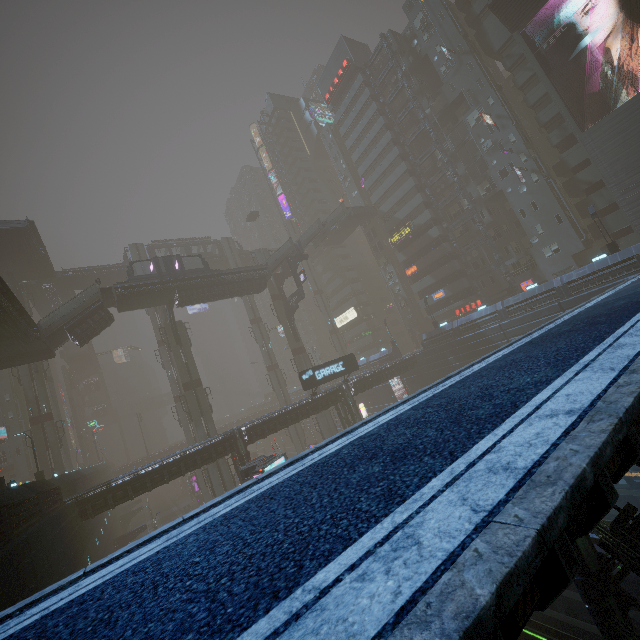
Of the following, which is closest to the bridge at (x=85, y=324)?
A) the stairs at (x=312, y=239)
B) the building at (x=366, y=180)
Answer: the building at (x=366, y=180)

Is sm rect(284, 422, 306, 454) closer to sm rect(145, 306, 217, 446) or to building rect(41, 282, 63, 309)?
sm rect(145, 306, 217, 446)

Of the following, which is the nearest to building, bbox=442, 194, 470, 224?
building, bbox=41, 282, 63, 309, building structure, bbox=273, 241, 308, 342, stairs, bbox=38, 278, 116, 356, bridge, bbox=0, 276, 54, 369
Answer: building structure, bbox=273, 241, 308, 342

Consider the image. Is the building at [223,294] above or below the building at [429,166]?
below

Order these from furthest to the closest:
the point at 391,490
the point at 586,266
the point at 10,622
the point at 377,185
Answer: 1. the point at 377,185
2. the point at 586,266
3. the point at 10,622
4. the point at 391,490

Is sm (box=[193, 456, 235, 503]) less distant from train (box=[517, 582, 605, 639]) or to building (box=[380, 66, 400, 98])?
building (box=[380, 66, 400, 98])

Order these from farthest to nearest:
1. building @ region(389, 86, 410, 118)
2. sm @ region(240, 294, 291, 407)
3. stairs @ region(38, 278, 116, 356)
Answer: sm @ region(240, 294, 291, 407)
building @ region(389, 86, 410, 118)
stairs @ region(38, 278, 116, 356)

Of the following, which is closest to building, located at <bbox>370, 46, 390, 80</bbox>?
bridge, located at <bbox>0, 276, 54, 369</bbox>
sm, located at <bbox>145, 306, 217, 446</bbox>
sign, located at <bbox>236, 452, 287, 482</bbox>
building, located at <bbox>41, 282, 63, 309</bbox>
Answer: sm, located at <bbox>145, 306, 217, 446</bbox>
